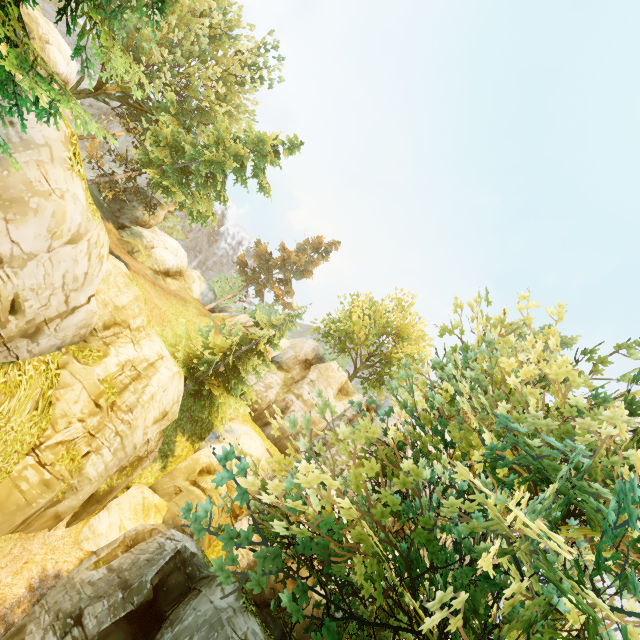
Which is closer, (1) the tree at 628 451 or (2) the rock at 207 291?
(1) the tree at 628 451

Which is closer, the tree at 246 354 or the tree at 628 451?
the tree at 628 451

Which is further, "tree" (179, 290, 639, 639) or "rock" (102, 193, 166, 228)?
"rock" (102, 193, 166, 228)

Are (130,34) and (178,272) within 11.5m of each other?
no

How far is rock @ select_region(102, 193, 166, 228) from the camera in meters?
28.1

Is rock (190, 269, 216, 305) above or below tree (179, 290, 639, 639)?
above

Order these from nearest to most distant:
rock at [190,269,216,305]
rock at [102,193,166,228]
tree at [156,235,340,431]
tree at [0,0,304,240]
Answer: tree at [0,0,304,240] → tree at [156,235,340,431] → rock at [102,193,166,228] → rock at [190,269,216,305]
